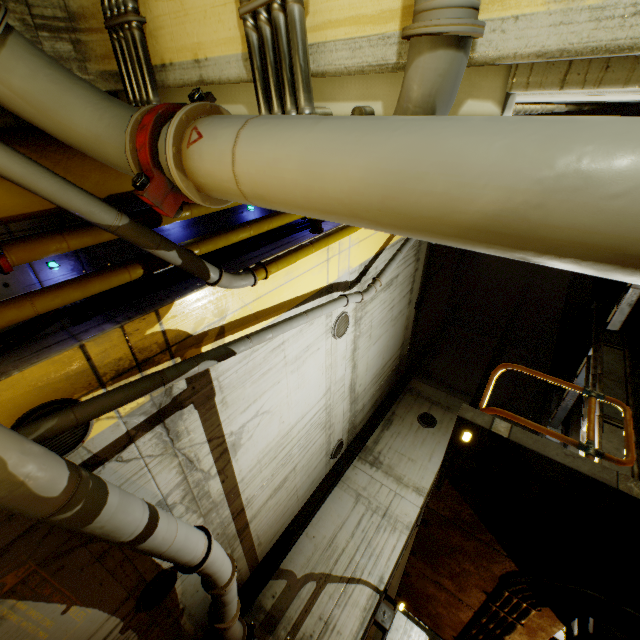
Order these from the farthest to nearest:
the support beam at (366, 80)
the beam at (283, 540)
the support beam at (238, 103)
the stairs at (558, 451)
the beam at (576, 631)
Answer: the beam at (283, 540)
the beam at (576, 631)
the stairs at (558, 451)
the support beam at (238, 103)
the support beam at (366, 80)

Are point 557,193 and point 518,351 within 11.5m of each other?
no

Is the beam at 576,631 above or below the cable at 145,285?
above

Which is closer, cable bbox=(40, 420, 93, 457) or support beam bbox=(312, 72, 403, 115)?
support beam bbox=(312, 72, 403, 115)

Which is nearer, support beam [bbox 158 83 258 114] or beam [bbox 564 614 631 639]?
support beam [bbox 158 83 258 114]

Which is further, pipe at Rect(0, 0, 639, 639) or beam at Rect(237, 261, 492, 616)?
beam at Rect(237, 261, 492, 616)

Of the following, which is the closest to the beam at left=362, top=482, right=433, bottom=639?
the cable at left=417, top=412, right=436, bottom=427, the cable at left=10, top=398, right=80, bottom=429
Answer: the cable at left=417, top=412, right=436, bottom=427

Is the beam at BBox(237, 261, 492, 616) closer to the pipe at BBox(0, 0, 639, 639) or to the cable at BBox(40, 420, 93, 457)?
the pipe at BBox(0, 0, 639, 639)
